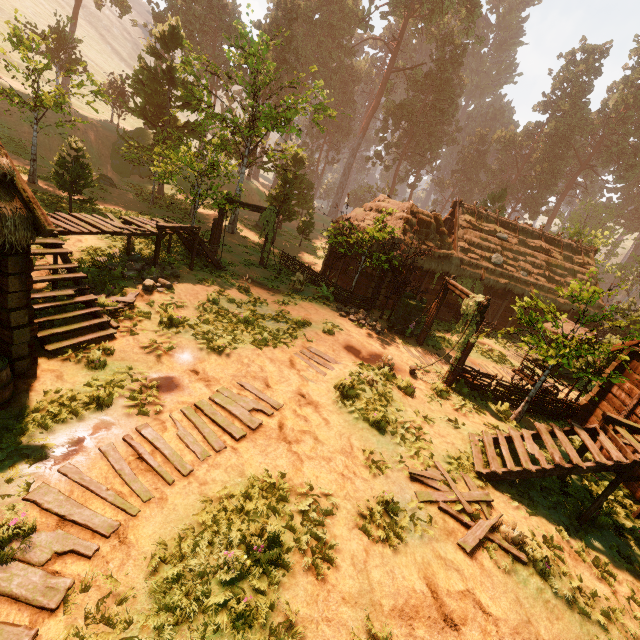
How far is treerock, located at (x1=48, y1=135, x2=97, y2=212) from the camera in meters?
14.4

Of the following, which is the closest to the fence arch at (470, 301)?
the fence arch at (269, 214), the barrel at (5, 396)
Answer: the fence arch at (269, 214)

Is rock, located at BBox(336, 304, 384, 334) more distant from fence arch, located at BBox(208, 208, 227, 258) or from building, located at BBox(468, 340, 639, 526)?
fence arch, located at BBox(208, 208, 227, 258)

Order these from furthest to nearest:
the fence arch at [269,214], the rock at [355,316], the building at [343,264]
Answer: the building at [343,264] → the fence arch at [269,214] → the rock at [355,316]

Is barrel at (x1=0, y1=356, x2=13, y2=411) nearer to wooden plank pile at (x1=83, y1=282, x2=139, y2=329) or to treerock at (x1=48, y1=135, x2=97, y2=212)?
wooden plank pile at (x1=83, y1=282, x2=139, y2=329)

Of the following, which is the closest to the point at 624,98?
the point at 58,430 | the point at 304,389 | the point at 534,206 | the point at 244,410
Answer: the point at 534,206

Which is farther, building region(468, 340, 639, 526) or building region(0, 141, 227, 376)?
building region(468, 340, 639, 526)

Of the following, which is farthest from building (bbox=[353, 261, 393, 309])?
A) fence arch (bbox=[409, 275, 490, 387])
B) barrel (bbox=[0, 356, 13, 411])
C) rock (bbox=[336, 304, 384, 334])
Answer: fence arch (bbox=[409, 275, 490, 387])
